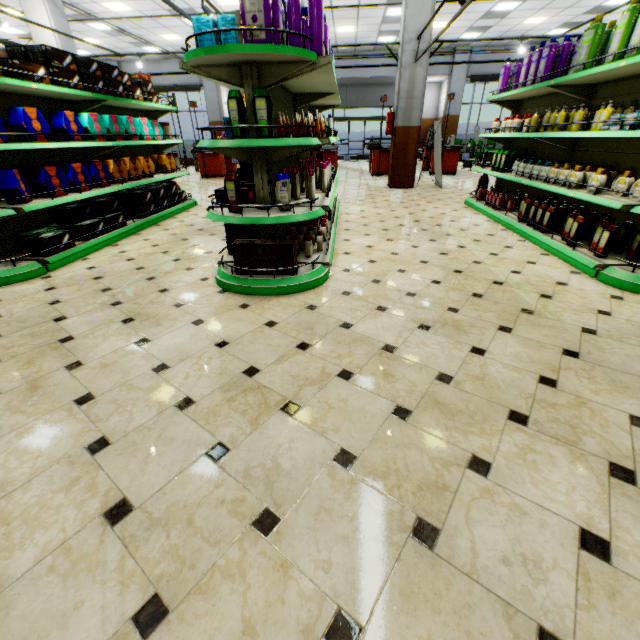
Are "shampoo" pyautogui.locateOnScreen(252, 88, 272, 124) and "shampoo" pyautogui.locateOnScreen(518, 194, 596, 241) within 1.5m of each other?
no

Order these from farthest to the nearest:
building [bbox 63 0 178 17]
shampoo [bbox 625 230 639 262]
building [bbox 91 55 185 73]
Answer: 1. building [bbox 91 55 185 73]
2. building [bbox 63 0 178 17]
3. shampoo [bbox 625 230 639 262]

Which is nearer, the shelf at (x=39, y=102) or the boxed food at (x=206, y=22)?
the boxed food at (x=206, y=22)

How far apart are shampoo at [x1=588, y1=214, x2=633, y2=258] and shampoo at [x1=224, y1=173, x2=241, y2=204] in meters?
3.8

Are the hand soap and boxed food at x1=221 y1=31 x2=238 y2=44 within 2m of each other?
no

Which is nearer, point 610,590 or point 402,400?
point 610,590

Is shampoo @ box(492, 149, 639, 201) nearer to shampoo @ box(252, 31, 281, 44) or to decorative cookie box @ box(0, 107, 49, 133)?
shampoo @ box(252, 31, 281, 44)

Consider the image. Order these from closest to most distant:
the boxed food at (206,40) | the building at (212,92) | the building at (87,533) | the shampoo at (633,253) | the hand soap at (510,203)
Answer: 1. the building at (87,533)
2. the boxed food at (206,40)
3. the shampoo at (633,253)
4. the hand soap at (510,203)
5. the building at (212,92)
